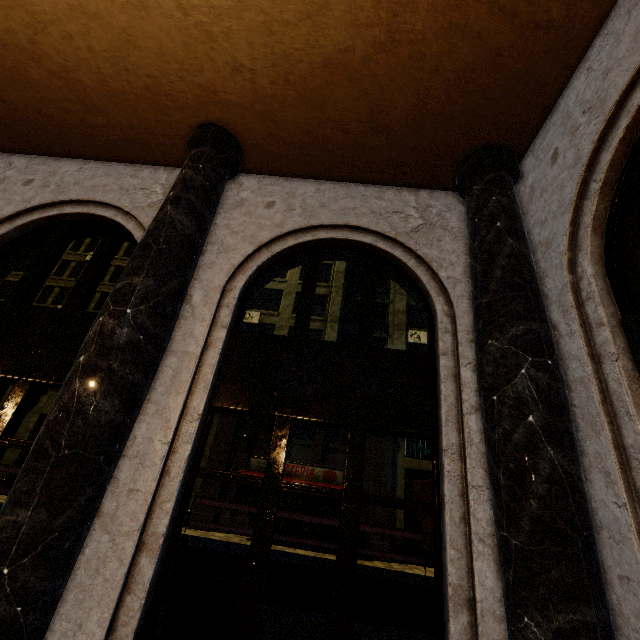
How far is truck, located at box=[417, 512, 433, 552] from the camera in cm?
962

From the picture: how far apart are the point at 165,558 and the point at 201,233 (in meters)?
3.49

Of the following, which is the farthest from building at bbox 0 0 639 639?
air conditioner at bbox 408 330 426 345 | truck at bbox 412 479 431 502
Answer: truck at bbox 412 479 431 502

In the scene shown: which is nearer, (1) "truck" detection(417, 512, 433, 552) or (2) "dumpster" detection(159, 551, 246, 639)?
(2) "dumpster" detection(159, 551, 246, 639)

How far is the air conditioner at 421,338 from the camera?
22.20m

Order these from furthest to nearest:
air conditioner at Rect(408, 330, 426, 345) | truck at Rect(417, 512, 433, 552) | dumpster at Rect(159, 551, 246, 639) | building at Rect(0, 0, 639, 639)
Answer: air conditioner at Rect(408, 330, 426, 345), truck at Rect(417, 512, 433, 552), dumpster at Rect(159, 551, 246, 639), building at Rect(0, 0, 639, 639)

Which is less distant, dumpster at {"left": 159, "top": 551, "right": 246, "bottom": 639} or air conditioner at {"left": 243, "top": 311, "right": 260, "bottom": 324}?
dumpster at {"left": 159, "top": 551, "right": 246, "bottom": 639}

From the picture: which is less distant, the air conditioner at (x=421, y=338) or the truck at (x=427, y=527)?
the truck at (x=427, y=527)
